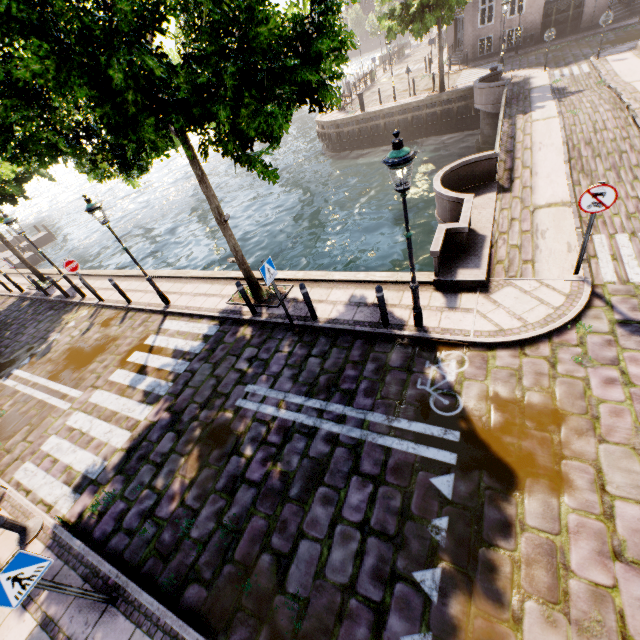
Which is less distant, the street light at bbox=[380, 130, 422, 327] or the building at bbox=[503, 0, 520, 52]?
the street light at bbox=[380, 130, 422, 327]

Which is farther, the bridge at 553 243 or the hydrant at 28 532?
the bridge at 553 243

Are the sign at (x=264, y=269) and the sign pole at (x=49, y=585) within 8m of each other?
yes

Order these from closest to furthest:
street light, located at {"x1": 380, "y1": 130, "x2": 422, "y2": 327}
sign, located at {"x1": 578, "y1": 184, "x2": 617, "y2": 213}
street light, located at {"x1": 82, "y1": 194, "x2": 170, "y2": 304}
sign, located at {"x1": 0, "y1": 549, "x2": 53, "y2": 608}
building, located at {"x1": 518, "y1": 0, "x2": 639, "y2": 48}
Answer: sign, located at {"x1": 0, "y1": 549, "x2": 53, "y2": 608}
street light, located at {"x1": 380, "y1": 130, "x2": 422, "y2": 327}
sign, located at {"x1": 578, "y1": 184, "x2": 617, "y2": 213}
street light, located at {"x1": 82, "y1": 194, "x2": 170, "y2": 304}
building, located at {"x1": 518, "y1": 0, "x2": 639, "y2": 48}

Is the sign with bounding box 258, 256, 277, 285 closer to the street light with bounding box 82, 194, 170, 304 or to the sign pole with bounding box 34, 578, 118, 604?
the street light with bounding box 82, 194, 170, 304

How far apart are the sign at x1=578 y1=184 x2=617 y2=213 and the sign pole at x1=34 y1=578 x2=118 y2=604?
9.9 meters

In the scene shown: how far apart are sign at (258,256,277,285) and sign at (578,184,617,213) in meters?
6.1 m

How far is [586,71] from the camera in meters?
16.9
